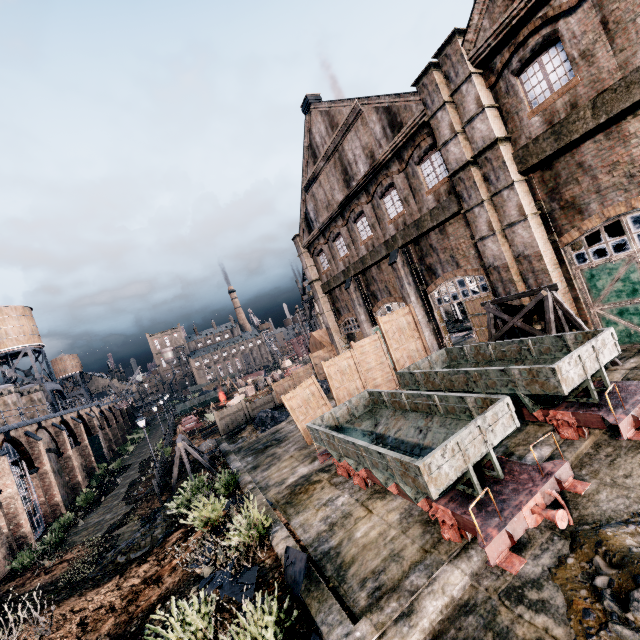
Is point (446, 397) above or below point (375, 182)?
below

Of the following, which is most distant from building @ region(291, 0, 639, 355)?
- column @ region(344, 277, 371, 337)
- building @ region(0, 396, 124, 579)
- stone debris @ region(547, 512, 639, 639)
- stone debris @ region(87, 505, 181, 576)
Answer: building @ region(0, 396, 124, 579)

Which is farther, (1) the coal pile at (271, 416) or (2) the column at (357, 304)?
(2) the column at (357, 304)

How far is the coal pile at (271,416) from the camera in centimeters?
2364cm

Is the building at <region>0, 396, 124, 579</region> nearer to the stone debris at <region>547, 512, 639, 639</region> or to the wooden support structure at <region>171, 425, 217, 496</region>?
the wooden support structure at <region>171, 425, 217, 496</region>

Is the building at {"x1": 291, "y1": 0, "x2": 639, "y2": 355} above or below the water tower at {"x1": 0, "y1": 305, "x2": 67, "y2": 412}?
below

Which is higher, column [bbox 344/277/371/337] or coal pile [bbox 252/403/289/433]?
column [bbox 344/277/371/337]

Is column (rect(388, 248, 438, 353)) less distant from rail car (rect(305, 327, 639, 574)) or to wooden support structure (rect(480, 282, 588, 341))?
wooden support structure (rect(480, 282, 588, 341))
